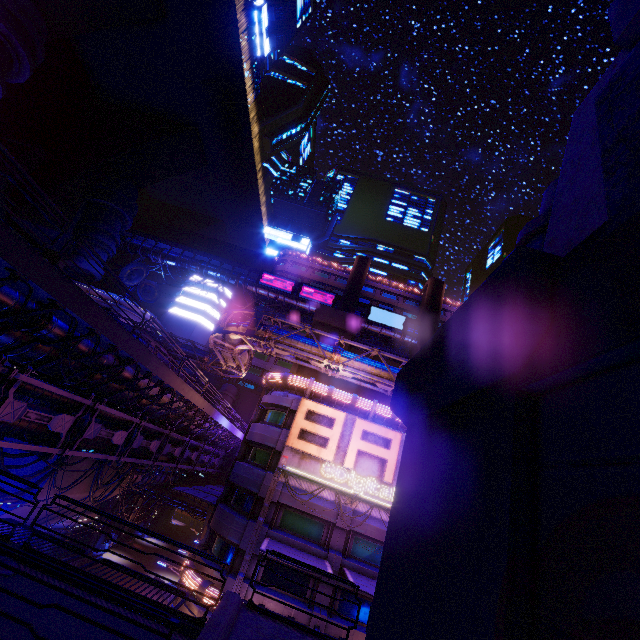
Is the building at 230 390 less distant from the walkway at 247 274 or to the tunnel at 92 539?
the tunnel at 92 539

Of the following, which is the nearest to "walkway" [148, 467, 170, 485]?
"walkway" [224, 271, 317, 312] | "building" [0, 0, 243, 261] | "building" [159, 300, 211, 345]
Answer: "building" [159, 300, 211, 345]

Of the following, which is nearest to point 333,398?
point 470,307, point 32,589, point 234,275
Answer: point 32,589

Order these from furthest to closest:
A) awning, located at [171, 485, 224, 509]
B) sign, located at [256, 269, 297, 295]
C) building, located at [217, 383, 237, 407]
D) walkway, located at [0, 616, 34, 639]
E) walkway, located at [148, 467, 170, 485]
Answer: sign, located at [256, 269, 297, 295]
building, located at [217, 383, 237, 407]
walkway, located at [148, 467, 170, 485]
awning, located at [171, 485, 224, 509]
walkway, located at [0, 616, 34, 639]

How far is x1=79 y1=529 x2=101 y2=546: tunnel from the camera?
40.5 meters

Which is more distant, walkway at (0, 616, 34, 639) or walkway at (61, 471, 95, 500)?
walkway at (61, 471, 95, 500)

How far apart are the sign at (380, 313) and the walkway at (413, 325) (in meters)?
0.09

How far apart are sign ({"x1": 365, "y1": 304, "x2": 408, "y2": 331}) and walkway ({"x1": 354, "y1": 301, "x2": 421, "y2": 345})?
0.09m
